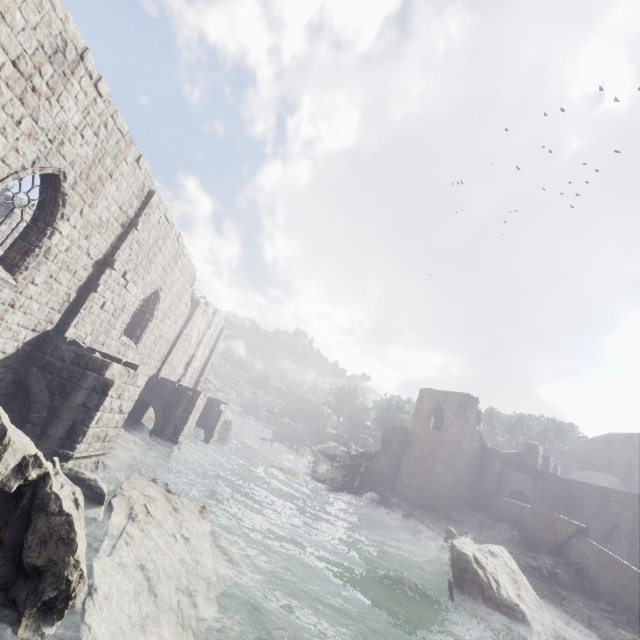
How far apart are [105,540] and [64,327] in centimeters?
704cm

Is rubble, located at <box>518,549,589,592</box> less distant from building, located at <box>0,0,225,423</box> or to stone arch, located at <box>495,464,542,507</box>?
building, located at <box>0,0,225,423</box>

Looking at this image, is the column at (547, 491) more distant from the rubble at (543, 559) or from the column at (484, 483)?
the rubble at (543, 559)

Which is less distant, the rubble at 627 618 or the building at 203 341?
the building at 203 341

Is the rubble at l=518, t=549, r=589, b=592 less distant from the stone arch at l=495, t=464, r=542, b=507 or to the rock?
the stone arch at l=495, t=464, r=542, b=507

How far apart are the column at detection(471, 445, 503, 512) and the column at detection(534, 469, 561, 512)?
4.70m

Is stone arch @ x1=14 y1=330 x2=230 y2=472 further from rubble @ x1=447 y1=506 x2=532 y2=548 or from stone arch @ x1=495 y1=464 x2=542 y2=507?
stone arch @ x1=495 y1=464 x2=542 y2=507

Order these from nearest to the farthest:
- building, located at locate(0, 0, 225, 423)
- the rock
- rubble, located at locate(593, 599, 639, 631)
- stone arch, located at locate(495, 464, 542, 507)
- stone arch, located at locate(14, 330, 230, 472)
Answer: building, located at locate(0, 0, 225, 423), stone arch, located at locate(14, 330, 230, 472), rubble, located at locate(593, 599, 639, 631), stone arch, located at locate(495, 464, 542, 507), the rock
